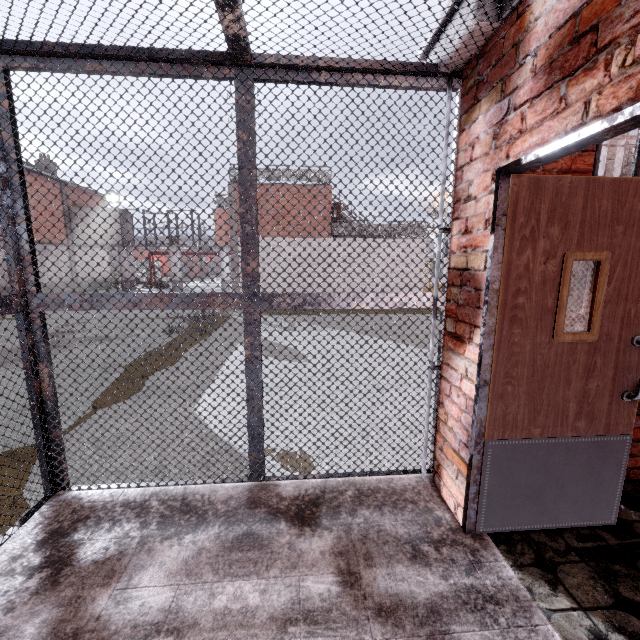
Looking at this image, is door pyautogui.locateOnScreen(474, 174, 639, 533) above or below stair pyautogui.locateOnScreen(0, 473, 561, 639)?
above

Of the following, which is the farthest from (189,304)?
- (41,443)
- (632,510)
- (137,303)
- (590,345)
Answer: (632,510)

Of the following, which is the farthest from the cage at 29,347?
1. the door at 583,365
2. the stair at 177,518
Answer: the door at 583,365

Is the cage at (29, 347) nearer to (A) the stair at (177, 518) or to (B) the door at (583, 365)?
(A) the stair at (177, 518)

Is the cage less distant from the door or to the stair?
the stair

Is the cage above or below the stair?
above

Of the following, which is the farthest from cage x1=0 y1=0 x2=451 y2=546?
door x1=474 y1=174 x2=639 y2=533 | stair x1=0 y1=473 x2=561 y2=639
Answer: door x1=474 y1=174 x2=639 y2=533
